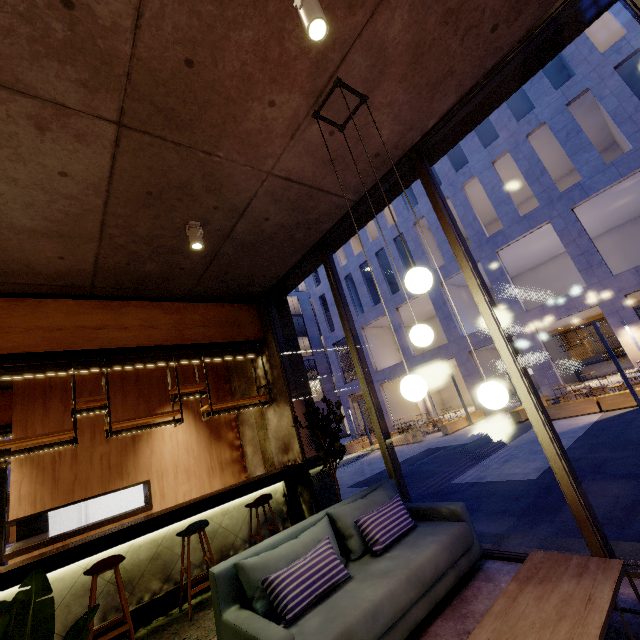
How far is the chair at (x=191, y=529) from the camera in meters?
4.0 m

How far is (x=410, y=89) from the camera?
3.24m

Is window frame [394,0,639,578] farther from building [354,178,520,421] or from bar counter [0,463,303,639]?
building [354,178,520,421]

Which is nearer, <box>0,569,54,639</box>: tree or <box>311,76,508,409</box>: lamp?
<box>0,569,54,639</box>: tree

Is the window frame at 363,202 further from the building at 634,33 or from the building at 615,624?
the building at 634,33

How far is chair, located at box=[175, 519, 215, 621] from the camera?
4.0 meters

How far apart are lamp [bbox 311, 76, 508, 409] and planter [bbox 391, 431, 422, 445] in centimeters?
1553cm

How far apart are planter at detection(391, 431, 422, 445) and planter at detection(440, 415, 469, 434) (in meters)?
1.04
